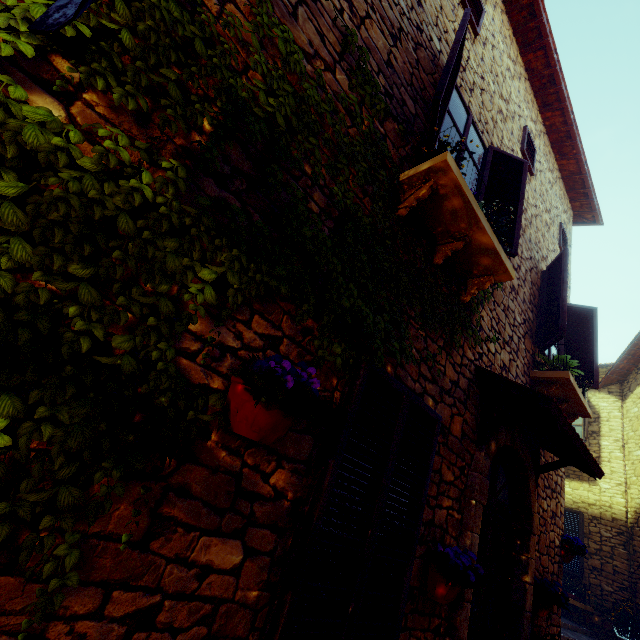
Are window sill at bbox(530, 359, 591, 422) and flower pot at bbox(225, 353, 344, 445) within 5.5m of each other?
yes

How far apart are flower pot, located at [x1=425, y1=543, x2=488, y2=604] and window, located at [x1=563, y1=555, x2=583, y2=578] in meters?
9.6 m

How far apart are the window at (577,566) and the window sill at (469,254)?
10.3m

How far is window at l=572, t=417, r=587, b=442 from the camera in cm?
997

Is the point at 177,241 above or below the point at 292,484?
above

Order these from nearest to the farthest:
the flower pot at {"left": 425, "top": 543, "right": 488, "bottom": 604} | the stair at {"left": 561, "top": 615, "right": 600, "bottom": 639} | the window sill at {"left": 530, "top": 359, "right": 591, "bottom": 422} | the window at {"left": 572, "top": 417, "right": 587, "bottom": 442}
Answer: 1. the flower pot at {"left": 425, "top": 543, "right": 488, "bottom": 604}
2. the window sill at {"left": 530, "top": 359, "right": 591, "bottom": 422}
3. the stair at {"left": 561, "top": 615, "right": 600, "bottom": 639}
4. the window at {"left": 572, "top": 417, "right": 587, "bottom": 442}

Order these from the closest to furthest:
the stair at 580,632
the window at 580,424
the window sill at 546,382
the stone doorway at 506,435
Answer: the stone doorway at 506,435 → the window sill at 546,382 → the stair at 580,632 → the window at 580,424

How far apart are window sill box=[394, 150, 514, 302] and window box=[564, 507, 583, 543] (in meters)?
10.35
